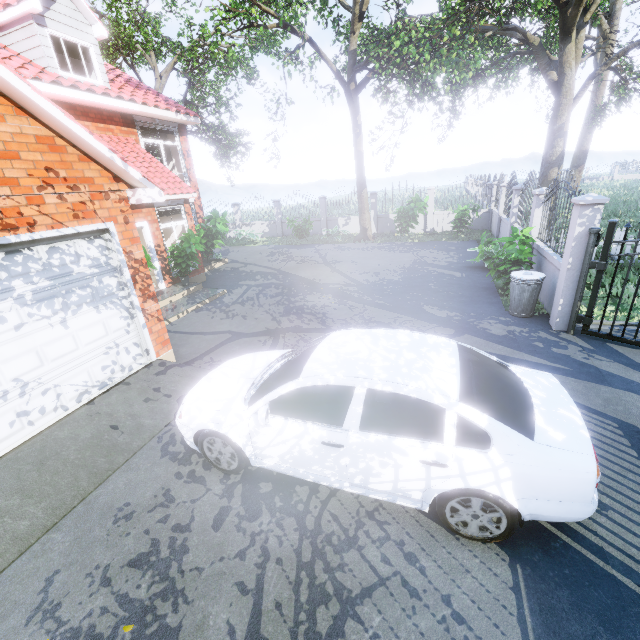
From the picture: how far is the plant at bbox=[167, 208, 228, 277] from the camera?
10.3m

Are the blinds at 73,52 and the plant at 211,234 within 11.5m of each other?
yes

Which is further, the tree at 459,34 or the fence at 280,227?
the fence at 280,227

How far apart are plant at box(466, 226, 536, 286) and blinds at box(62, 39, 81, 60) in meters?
13.6 m

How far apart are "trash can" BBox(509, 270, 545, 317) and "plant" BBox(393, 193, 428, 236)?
9.5m

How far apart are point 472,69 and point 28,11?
12.6 meters

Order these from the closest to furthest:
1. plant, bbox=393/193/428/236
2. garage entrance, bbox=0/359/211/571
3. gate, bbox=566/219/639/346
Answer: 1. garage entrance, bbox=0/359/211/571
2. gate, bbox=566/219/639/346
3. plant, bbox=393/193/428/236

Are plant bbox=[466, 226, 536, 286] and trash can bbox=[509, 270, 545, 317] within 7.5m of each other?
yes
